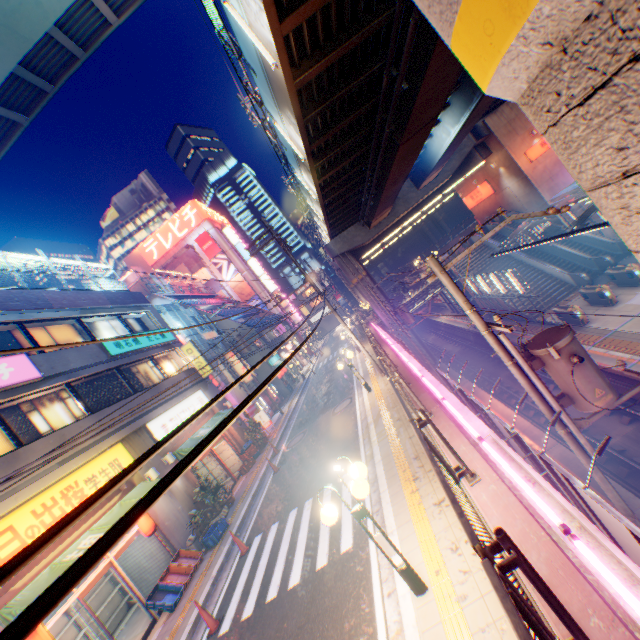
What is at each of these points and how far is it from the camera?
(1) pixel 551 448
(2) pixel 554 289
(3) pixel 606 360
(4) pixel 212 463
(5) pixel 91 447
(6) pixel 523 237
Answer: (1) railway, 13.51m
(2) steps, 25.16m
(3) railway, 15.77m
(4) metal shelf, 19.56m
(5) building, 11.42m
(6) escalator, 29.44m

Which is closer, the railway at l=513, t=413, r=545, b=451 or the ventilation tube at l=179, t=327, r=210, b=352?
the railway at l=513, t=413, r=545, b=451

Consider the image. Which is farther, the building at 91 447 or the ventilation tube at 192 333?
the ventilation tube at 192 333

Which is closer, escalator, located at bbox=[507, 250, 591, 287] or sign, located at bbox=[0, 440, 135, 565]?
sign, located at bbox=[0, 440, 135, 565]

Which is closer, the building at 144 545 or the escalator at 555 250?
the building at 144 545

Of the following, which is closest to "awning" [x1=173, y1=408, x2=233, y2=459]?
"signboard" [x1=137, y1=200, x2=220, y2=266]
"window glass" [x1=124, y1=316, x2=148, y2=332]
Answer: "window glass" [x1=124, y1=316, x2=148, y2=332]

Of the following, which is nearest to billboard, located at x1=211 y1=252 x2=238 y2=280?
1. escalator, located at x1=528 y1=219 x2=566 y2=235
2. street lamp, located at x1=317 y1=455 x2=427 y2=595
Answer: escalator, located at x1=528 y1=219 x2=566 y2=235

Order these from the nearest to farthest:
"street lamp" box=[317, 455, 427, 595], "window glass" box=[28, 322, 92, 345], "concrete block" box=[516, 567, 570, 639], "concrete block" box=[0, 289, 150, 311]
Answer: "concrete block" box=[516, 567, 570, 639]
"street lamp" box=[317, 455, 427, 595]
"concrete block" box=[0, 289, 150, 311]
"window glass" box=[28, 322, 92, 345]
